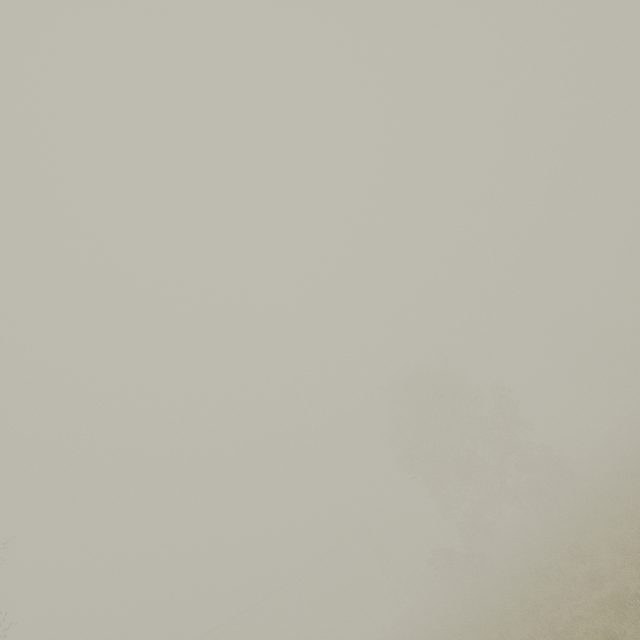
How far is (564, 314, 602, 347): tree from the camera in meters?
57.4

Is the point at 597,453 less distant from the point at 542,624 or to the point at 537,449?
the point at 537,449

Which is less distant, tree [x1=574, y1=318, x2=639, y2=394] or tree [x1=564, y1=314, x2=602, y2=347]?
tree [x1=574, y1=318, x2=639, y2=394]

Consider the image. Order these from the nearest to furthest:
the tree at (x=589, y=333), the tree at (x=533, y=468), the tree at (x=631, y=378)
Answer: the tree at (x=533, y=468) → the tree at (x=631, y=378) → the tree at (x=589, y=333)

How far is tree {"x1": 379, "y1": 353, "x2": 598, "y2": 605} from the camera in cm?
2886

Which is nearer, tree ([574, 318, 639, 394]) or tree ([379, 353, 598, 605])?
tree ([379, 353, 598, 605])

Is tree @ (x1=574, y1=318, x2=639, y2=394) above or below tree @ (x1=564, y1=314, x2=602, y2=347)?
below

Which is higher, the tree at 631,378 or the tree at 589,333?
the tree at 589,333
